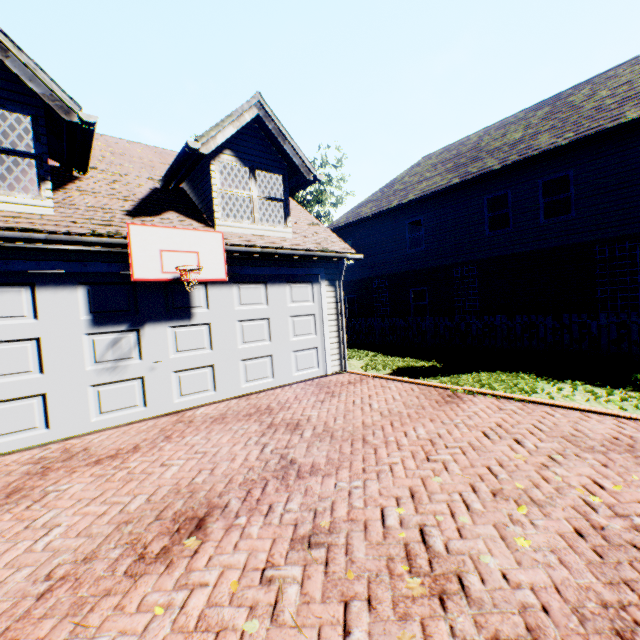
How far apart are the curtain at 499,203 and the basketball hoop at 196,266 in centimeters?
1191cm

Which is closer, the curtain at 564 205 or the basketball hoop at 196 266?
the basketball hoop at 196 266

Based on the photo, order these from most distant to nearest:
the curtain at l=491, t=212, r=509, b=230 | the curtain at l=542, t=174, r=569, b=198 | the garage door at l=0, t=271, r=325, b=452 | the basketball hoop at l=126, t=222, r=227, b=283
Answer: the curtain at l=491, t=212, r=509, b=230, the curtain at l=542, t=174, r=569, b=198, the basketball hoop at l=126, t=222, r=227, b=283, the garage door at l=0, t=271, r=325, b=452

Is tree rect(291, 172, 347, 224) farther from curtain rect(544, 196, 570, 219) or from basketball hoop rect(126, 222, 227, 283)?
basketball hoop rect(126, 222, 227, 283)

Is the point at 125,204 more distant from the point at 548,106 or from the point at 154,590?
the point at 548,106

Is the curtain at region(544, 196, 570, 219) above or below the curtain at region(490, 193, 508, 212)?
below

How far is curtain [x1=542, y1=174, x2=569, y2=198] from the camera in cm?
1173
